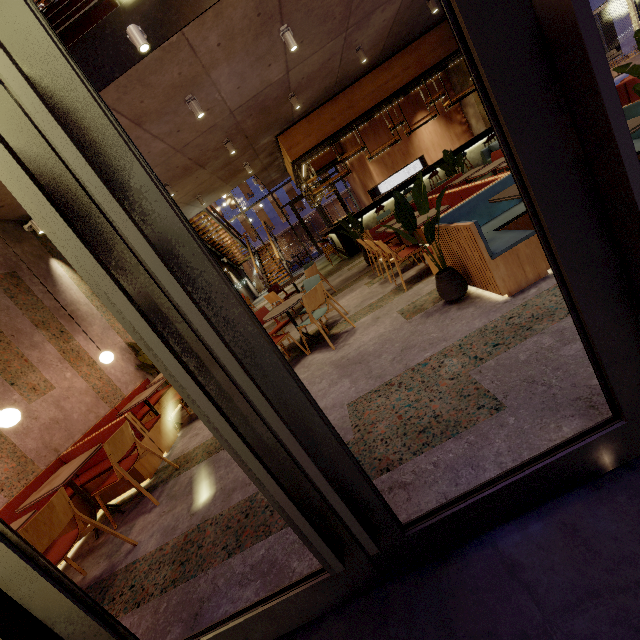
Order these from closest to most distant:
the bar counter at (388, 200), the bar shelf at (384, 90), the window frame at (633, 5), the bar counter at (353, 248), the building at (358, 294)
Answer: the building at (358, 294)
the window frame at (633, 5)
the bar shelf at (384, 90)
the bar counter at (388, 200)
the bar counter at (353, 248)

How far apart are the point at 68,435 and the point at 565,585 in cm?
587

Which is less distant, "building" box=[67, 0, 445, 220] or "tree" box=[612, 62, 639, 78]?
"tree" box=[612, 62, 639, 78]

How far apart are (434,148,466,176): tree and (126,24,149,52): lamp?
6.28m

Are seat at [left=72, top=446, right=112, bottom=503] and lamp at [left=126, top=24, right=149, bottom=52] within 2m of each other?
no

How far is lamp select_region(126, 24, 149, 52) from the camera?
4.0 meters

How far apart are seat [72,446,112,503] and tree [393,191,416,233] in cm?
407

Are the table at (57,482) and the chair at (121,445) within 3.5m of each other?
yes
